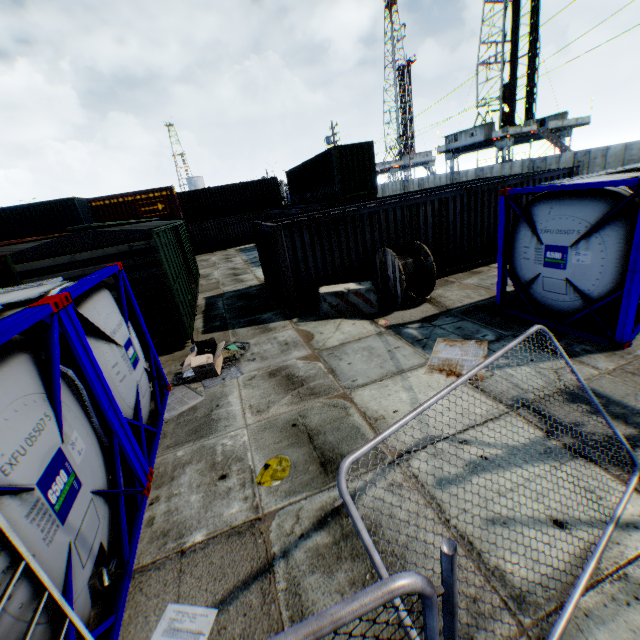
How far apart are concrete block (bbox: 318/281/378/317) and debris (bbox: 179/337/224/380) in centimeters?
325cm

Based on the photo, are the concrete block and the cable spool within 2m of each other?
yes

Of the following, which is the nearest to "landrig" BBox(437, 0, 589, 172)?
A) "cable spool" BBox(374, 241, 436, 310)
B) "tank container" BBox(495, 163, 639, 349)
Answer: "tank container" BBox(495, 163, 639, 349)

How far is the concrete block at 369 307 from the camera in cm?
962

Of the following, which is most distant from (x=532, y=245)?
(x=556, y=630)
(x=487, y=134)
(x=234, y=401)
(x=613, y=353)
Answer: (x=487, y=134)

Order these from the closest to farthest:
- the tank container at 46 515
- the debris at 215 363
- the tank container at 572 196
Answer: the tank container at 46 515, the tank container at 572 196, the debris at 215 363

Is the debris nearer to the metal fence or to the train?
the train

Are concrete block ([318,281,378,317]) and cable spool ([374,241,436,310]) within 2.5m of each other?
yes
